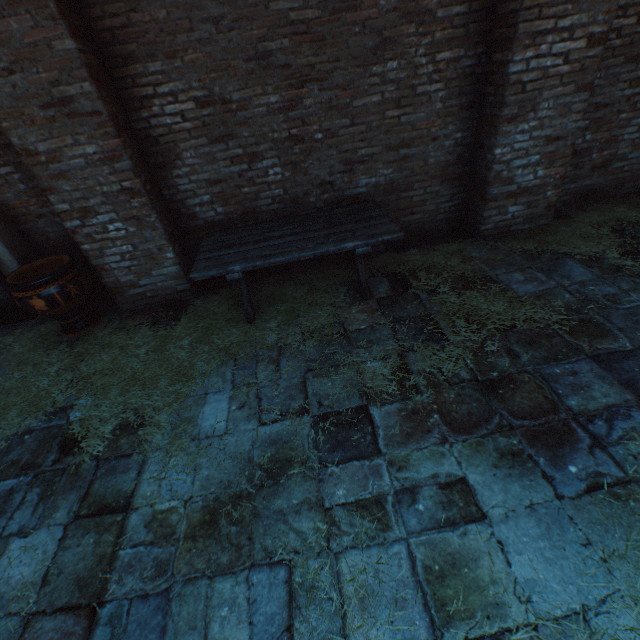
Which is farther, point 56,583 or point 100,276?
point 100,276

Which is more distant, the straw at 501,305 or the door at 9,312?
the door at 9,312

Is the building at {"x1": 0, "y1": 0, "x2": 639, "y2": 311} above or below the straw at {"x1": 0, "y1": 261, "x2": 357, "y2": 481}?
above

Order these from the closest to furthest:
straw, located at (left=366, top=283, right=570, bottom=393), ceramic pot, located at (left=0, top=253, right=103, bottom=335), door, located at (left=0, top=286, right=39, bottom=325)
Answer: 1. straw, located at (left=366, top=283, right=570, bottom=393)
2. ceramic pot, located at (left=0, top=253, right=103, bottom=335)
3. door, located at (left=0, top=286, right=39, bottom=325)

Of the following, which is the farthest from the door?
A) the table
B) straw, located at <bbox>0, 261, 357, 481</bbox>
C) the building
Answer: the building

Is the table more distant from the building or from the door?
the building

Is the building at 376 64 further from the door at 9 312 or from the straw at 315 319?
the door at 9 312
